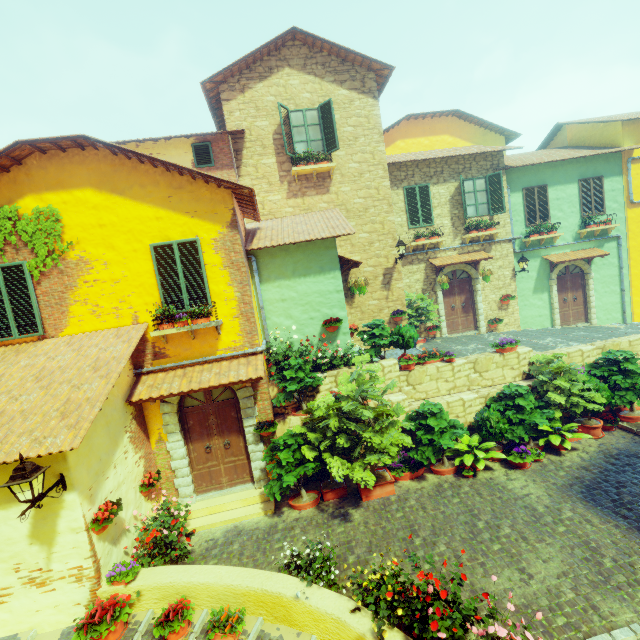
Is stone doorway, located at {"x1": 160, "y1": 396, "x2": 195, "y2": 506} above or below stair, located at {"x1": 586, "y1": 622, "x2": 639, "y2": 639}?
above

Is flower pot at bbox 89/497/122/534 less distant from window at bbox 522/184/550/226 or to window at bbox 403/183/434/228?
window at bbox 403/183/434/228

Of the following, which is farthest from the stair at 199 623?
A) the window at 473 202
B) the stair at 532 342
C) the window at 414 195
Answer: the window at 414 195

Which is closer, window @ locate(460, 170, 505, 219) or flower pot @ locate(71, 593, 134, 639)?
flower pot @ locate(71, 593, 134, 639)

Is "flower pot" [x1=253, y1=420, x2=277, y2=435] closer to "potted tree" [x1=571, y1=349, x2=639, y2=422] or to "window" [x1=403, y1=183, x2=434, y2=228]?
"potted tree" [x1=571, y1=349, x2=639, y2=422]

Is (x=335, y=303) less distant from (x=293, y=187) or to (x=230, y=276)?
(x=230, y=276)

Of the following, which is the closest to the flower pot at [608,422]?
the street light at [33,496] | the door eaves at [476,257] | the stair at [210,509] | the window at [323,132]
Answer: the stair at [210,509]

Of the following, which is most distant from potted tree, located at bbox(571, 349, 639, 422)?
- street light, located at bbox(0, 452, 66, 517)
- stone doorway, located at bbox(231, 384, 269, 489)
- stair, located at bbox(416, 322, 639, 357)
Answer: street light, located at bbox(0, 452, 66, 517)
